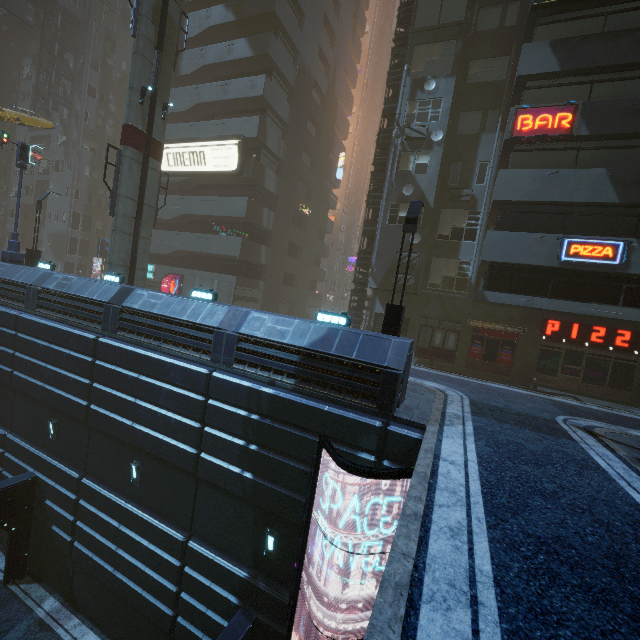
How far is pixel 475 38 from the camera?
19.03m

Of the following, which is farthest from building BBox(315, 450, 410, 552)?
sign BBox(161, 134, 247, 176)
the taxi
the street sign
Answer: the taxi

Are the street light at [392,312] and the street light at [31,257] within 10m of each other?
no

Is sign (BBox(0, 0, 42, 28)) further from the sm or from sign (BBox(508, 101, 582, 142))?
sign (BBox(508, 101, 582, 142))

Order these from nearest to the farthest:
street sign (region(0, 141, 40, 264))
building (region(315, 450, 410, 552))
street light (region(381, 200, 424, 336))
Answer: building (region(315, 450, 410, 552)), street light (region(381, 200, 424, 336)), street sign (region(0, 141, 40, 264))

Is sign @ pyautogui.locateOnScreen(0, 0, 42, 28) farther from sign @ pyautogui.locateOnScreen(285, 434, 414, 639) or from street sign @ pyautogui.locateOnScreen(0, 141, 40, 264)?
sign @ pyautogui.locateOnScreen(285, 434, 414, 639)

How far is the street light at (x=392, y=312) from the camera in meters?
11.0

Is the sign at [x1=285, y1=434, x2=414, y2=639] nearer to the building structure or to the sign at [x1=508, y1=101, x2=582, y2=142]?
the building structure
